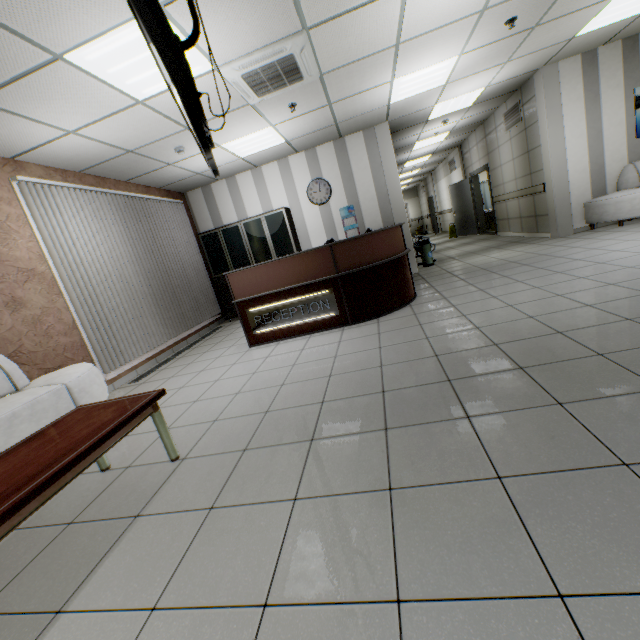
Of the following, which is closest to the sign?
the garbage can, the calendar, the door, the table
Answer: the table

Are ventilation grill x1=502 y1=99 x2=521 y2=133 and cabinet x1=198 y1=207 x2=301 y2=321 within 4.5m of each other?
no

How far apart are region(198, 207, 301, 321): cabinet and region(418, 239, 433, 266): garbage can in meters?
2.8

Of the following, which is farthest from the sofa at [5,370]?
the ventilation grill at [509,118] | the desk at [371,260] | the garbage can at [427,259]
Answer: the ventilation grill at [509,118]

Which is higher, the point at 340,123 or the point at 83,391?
the point at 340,123

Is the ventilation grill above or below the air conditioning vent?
below

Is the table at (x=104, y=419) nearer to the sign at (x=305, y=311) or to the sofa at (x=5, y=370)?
the sofa at (x=5, y=370)

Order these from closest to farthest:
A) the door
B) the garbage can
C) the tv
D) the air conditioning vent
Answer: the tv
the air conditioning vent
the garbage can
the door
